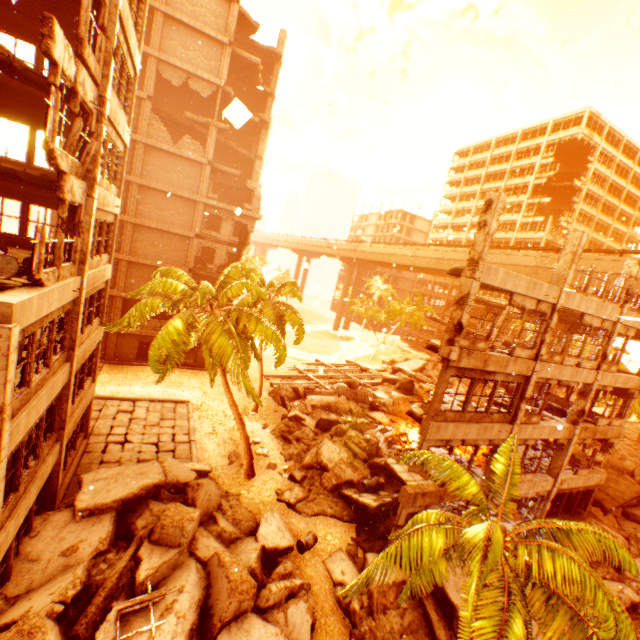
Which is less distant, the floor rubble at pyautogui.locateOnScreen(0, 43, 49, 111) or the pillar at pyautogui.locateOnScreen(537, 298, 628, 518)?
the floor rubble at pyautogui.locateOnScreen(0, 43, 49, 111)

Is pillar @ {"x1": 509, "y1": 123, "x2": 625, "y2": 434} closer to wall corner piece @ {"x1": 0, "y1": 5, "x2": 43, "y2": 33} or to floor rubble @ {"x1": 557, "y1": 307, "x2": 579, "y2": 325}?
floor rubble @ {"x1": 557, "y1": 307, "x2": 579, "y2": 325}

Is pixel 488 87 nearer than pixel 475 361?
No

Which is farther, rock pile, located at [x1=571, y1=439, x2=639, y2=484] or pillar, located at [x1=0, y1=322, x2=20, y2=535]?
rock pile, located at [x1=571, y1=439, x2=639, y2=484]

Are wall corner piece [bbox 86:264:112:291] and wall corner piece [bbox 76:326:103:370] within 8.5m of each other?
yes

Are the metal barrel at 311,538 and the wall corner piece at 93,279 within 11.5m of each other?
no

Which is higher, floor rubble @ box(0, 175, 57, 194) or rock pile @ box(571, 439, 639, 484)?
floor rubble @ box(0, 175, 57, 194)

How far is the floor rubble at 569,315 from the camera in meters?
20.3
